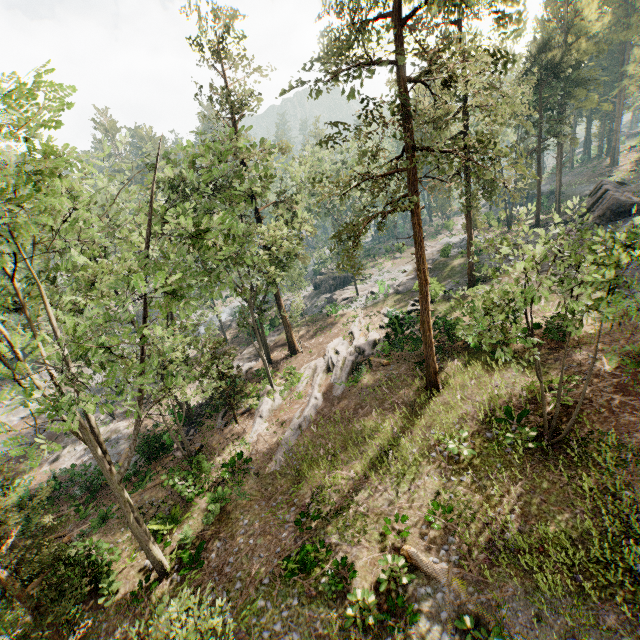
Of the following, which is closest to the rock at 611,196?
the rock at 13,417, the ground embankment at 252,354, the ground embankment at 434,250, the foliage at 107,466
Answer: the foliage at 107,466

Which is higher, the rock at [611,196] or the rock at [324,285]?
the rock at [611,196]

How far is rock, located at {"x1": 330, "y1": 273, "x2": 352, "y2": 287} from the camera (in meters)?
48.44

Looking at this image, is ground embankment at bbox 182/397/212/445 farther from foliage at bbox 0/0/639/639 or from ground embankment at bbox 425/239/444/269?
ground embankment at bbox 425/239/444/269

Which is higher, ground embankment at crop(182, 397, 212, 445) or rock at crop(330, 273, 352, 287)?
rock at crop(330, 273, 352, 287)

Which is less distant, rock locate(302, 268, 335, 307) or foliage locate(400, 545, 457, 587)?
foliage locate(400, 545, 457, 587)

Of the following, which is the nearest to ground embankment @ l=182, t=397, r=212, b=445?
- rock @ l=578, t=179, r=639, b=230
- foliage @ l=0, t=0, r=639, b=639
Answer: foliage @ l=0, t=0, r=639, b=639

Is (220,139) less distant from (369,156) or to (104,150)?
(369,156)
